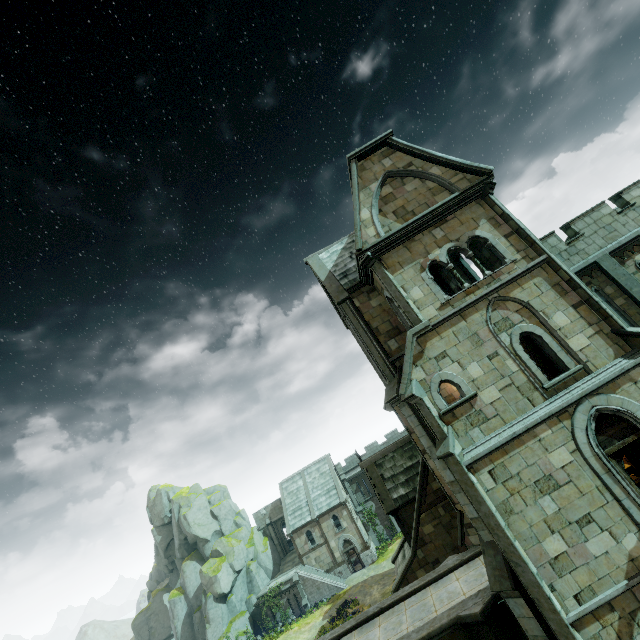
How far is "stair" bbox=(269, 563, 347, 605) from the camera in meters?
36.9

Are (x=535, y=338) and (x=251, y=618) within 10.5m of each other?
no

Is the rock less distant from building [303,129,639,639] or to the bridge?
building [303,129,639,639]

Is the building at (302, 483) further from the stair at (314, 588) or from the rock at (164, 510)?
the rock at (164, 510)

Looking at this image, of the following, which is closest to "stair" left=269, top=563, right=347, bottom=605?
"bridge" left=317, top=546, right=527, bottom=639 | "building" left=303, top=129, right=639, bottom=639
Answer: "building" left=303, top=129, right=639, bottom=639

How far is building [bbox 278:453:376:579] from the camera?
39.9 meters

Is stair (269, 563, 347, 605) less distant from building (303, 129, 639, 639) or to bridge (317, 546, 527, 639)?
building (303, 129, 639, 639)

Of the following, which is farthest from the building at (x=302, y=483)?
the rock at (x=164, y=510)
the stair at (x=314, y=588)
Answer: the rock at (x=164, y=510)
